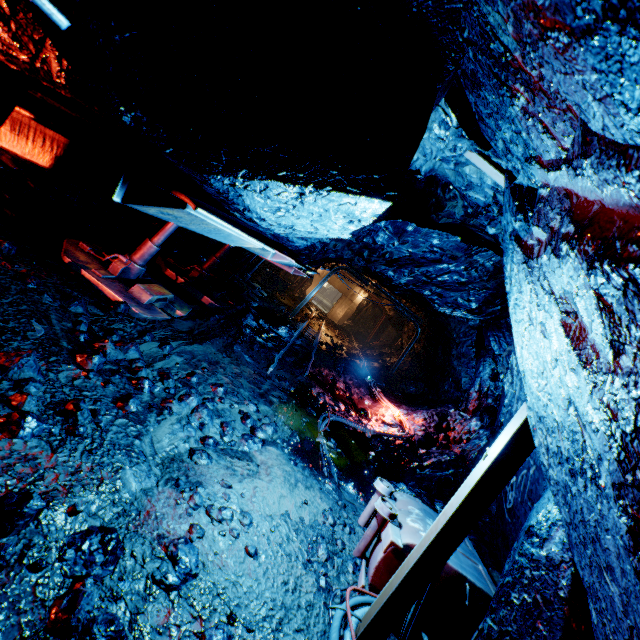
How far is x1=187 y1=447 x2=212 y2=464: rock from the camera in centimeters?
334cm

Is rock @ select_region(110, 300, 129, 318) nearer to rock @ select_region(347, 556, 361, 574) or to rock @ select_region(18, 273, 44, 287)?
rock @ select_region(347, 556, 361, 574)

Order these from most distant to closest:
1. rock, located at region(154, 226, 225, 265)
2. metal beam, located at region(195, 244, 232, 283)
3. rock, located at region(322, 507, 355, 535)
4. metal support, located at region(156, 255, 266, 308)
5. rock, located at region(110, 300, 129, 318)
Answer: rock, located at region(154, 226, 225, 265) → metal beam, located at region(195, 244, 232, 283) → metal support, located at region(156, 255, 266, 308) → rock, located at region(110, 300, 129, 318) → rock, located at region(322, 507, 355, 535)

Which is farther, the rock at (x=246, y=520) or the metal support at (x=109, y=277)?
the metal support at (x=109, y=277)

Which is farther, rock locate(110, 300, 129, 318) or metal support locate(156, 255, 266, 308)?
metal support locate(156, 255, 266, 308)

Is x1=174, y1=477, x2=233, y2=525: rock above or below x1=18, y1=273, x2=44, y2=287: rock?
below

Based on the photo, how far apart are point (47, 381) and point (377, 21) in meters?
3.5

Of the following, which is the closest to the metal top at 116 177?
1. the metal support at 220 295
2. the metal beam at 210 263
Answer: the metal support at 220 295
